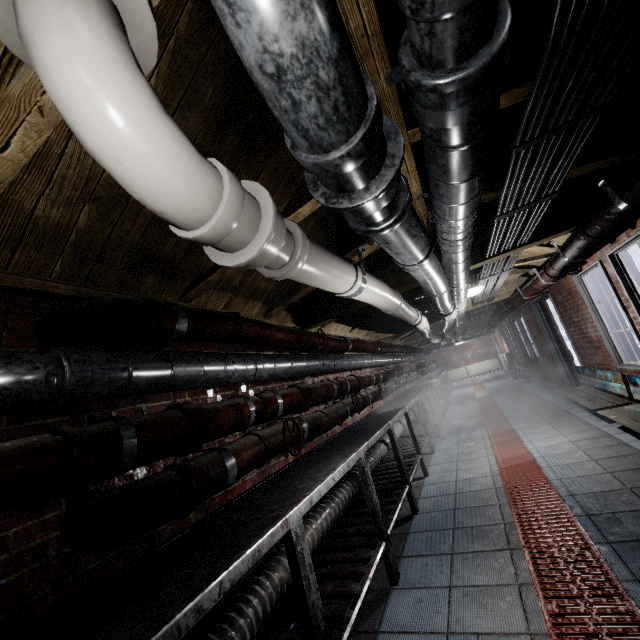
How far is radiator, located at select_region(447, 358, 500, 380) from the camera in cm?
1669

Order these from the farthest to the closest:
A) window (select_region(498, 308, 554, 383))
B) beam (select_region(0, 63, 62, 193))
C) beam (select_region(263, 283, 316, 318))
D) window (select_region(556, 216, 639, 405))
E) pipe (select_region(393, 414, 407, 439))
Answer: window (select_region(498, 308, 554, 383)), pipe (select_region(393, 414, 407, 439)), window (select_region(556, 216, 639, 405)), beam (select_region(263, 283, 316, 318)), beam (select_region(0, 63, 62, 193))

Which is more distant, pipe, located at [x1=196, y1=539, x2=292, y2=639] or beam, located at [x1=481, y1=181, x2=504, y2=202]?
beam, located at [x1=481, y1=181, x2=504, y2=202]

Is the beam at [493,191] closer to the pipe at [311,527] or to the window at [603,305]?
the window at [603,305]

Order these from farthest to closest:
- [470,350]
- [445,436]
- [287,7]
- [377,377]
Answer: [470,350] < [445,436] < [377,377] < [287,7]

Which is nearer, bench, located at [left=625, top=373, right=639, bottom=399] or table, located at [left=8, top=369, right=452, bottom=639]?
table, located at [left=8, top=369, right=452, bottom=639]

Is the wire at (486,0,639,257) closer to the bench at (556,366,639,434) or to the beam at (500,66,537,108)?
the beam at (500,66,537,108)

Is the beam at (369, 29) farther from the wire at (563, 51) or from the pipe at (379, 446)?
the pipe at (379, 446)
